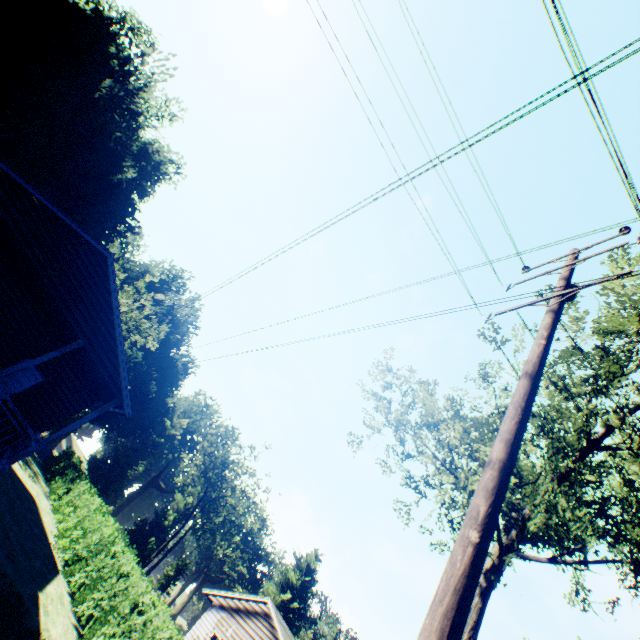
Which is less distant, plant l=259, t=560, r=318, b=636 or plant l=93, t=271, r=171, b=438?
plant l=93, t=271, r=171, b=438

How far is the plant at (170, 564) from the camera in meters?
49.6

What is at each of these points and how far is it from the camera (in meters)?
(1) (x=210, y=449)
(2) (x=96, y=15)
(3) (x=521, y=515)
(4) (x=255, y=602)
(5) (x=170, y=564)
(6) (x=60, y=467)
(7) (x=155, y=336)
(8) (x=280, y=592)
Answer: (1) plant, 55.81
(2) plant, 40.47
(3) tree, 10.88
(4) house, 22.36
(5) plant, 52.03
(6) hedge, 32.69
(7) plant, 43.44
(8) plant, 56.44

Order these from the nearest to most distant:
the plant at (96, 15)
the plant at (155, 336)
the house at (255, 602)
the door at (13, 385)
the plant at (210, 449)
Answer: the door at (13, 385) < the house at (255, 602) < the plant at (96, 15) < the plant at (155, 336) < the plant at (210, 449)

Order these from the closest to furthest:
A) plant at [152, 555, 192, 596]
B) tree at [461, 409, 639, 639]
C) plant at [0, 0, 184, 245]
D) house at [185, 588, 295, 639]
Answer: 1. tree at [461, 409, 639, 639]
2. house at [185, 588, 295, 639]
3. plant at [0, 0, 184, 245]
4. plant at [152, 555, 192, 596]

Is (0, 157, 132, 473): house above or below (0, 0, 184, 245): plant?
below

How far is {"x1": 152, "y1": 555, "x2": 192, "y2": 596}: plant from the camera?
49.6m

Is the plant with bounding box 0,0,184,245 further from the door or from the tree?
the door
